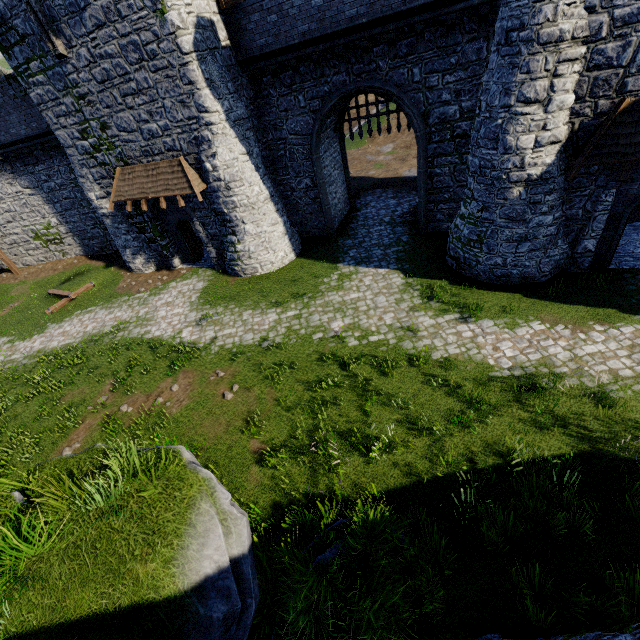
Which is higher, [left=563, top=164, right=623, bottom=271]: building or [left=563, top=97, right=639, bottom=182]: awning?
[left=563, top=97, right=639, bottom=182]: awning

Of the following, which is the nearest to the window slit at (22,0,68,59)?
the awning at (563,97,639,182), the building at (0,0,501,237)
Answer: the building at (0,0,501,237)

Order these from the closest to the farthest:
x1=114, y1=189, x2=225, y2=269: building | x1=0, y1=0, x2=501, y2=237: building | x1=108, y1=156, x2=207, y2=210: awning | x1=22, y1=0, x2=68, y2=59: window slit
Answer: x1=0, y1=0, x2=501, y2=237: building
x1=22, y1=0, x2=68, y2=59: window slit
x1=108, y1=156, x2=207, y2=210: awning
x1=114, y1=189, x2=225, y2=269: building

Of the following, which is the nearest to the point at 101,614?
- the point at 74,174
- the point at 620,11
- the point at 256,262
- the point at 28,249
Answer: the point at 256,262

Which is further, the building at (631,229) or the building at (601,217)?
the building at (631,229)

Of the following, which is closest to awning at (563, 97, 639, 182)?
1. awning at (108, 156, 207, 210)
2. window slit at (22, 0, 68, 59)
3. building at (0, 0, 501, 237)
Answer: building at (0, 0, 501, 237)

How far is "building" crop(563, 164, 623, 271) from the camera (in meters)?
9.76
